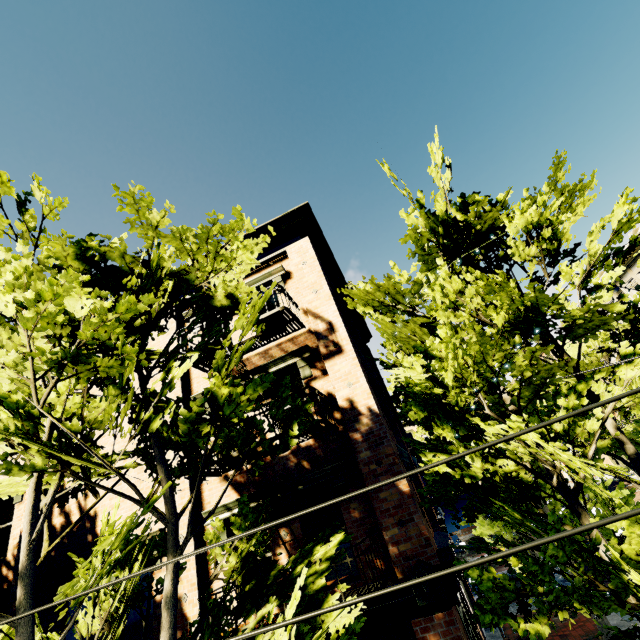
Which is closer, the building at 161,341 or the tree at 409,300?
the tree at 409,300

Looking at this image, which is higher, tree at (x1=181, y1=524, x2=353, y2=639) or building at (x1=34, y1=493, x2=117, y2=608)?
building at (x1=34, y1=493, x2=117, y2=608)

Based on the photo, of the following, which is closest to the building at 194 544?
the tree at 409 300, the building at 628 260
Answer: the tree at 409 300

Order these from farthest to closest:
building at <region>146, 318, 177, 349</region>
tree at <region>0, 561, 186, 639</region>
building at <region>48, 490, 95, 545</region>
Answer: building at <region>146, 318, 177, 349</region> < building at <region>48, 490, 95, 545</region> < tree at <region>0, 561, 186, 639</region>

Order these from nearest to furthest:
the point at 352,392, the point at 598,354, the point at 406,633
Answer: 1. the point at 406,633
2. the point at 352,392
3. the point at 598,354

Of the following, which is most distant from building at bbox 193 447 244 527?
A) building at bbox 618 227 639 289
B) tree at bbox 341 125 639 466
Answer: building at bbox 618 227 639 289

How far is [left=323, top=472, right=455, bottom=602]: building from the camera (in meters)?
5.86
